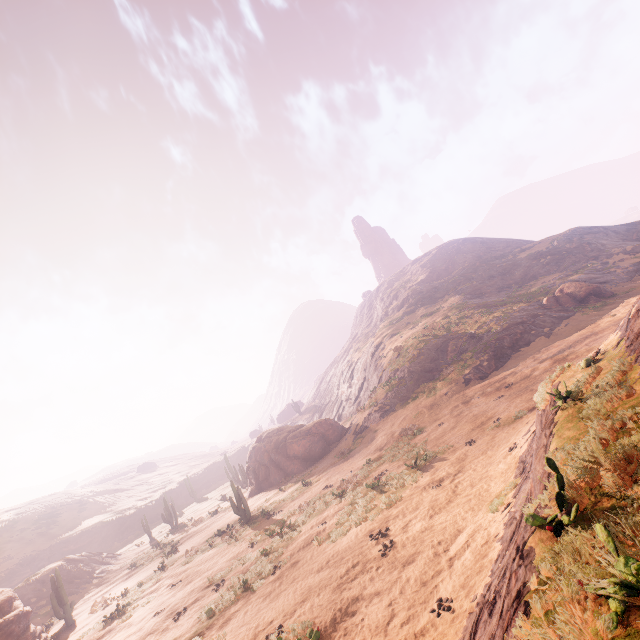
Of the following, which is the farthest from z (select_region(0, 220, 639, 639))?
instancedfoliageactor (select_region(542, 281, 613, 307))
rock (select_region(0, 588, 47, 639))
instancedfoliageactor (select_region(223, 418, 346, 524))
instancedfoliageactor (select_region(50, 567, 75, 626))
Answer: instancedfoliageactor (select_region(50, 567, 75, 626))

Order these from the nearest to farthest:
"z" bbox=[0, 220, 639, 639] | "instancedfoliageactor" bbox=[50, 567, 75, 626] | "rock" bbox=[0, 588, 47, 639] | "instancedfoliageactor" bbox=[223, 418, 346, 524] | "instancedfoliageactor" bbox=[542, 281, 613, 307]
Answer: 1. "z" bbox=[0, 220, 639, 639]
2. "rock" bbox=[0, 588, 47, 639]
3. "instancedfoliageactor" bbox=[50, 567, 75, 626]
4. "instancedfoliageactor" bbox=[223, 418, 346, 524]
5. "instancedfoliageactor" bbox=[542, 281, 613, 307]

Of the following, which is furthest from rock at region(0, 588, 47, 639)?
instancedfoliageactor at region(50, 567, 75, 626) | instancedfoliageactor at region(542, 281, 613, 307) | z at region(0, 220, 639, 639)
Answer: instancedfoliageactor at region(542, 281, 613, 307)

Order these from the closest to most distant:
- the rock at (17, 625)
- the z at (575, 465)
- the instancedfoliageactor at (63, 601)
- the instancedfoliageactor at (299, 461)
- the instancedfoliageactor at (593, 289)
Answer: the z at (575, 465), the rock at (17, 625), the instancedfoliageactor at (63, 601), the instancedfoliageactor at (299, 461), the instancedfoliageactor at (593, 289)

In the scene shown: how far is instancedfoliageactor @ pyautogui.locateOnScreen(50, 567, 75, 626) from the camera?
20.7 meters

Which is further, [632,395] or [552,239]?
[552,239]

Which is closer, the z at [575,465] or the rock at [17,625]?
the z at [575,465]

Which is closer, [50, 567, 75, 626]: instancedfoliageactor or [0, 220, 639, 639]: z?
[0, 220, 639, 639]: z
